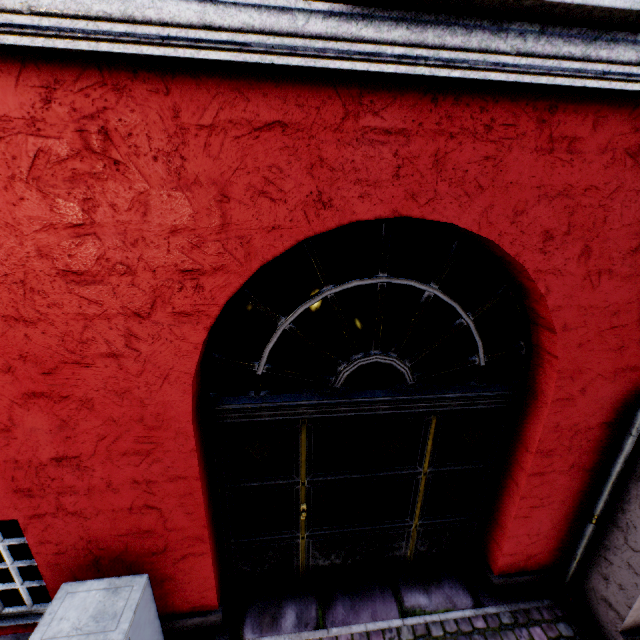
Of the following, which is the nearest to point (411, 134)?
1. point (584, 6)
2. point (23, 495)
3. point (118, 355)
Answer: point (584, 6)
